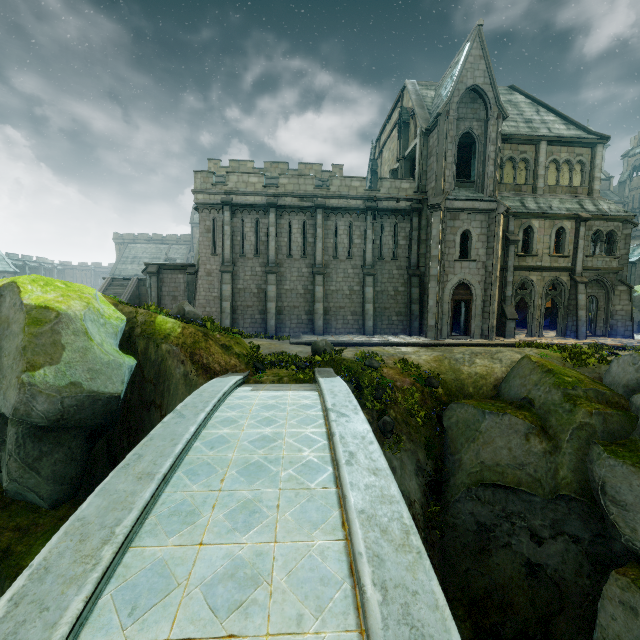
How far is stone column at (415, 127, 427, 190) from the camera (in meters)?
22.03

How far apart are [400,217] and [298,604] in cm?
2249

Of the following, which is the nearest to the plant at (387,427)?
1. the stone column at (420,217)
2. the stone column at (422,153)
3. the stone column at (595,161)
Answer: the stone column at (420,217)

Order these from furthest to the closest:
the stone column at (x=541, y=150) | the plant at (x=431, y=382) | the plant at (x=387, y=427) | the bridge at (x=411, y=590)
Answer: the stone column at (x=541, y=150), the plant at (x=431, y=382), the plant at (x=387, y=427), the bridge at (x=411, y=590)

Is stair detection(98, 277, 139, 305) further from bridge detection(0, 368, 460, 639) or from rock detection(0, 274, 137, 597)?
bridge detection(0, 368, 460, 639)

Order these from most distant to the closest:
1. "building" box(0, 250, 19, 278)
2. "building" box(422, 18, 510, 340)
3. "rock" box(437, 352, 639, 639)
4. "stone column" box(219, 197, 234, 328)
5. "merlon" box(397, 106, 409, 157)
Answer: "building" box(0, 250, 19, 278)
"merlon" box(397, 106, 409, 157)
"stone column" box(219, 197, 234, 328)
"building" box(422, 18, 510, 340)
"rock" box(437, 352, 639, 639)

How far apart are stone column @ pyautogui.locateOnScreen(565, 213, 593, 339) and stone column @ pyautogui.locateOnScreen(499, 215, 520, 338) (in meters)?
4.06

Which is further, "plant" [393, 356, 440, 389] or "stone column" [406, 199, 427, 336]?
"stone column" [406, 199, 427, 336]
